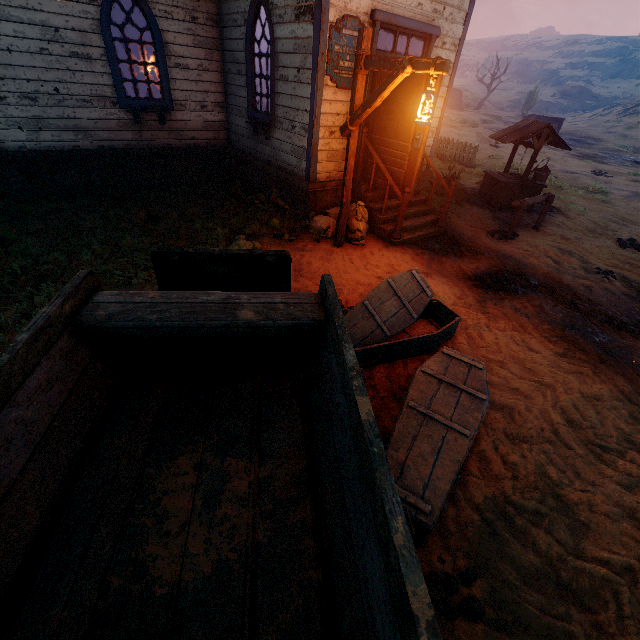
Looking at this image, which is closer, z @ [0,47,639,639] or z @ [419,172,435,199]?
z @ [0,47,639,639]

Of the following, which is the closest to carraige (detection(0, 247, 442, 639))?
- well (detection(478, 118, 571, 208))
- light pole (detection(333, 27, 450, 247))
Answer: light pole (detection(333, 27, 450, 247))

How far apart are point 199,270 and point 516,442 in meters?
3.4

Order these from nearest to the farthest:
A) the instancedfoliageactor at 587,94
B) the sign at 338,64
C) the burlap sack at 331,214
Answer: the sign at 338,64
the burlap sack at 331,214
the instancedfoliageactor at 587,94

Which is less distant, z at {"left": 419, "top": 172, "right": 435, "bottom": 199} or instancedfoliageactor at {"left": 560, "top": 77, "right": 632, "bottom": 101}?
z at {"left": 419, "top": 172, "right": 435, "bottom": 199}

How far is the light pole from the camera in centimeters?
416cm

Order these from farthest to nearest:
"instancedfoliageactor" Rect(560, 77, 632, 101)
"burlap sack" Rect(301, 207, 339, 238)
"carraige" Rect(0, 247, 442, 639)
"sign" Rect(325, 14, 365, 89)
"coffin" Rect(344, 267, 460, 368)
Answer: "instancedfoliageactor" Rect(560, 77, 632, 101) → "burlap sack" Rect(301, 207, 339, 238) → "sign" Rect(325, 14, 365, 89) → "coffin" Rect(344, 267, 460, 368) → "carraige" Rect(0, 247, 442, 639)

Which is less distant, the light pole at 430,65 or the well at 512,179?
the light pole at 430,65
